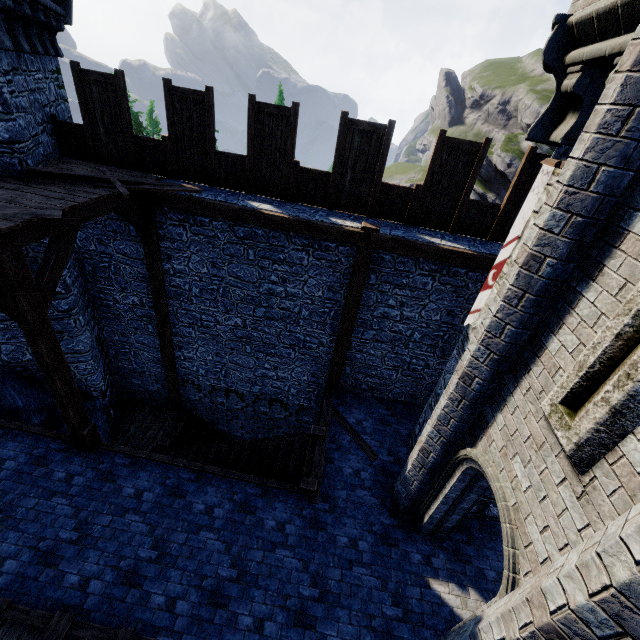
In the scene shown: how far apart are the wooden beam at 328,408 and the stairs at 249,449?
0.0 meters

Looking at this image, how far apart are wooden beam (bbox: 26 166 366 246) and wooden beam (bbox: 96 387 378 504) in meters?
4.6 m

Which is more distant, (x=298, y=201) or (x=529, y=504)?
(x=298, y=201)

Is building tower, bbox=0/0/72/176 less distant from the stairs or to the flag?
the stairs

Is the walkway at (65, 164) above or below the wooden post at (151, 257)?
above

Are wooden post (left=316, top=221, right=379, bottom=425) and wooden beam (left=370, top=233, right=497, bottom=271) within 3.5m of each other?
yes

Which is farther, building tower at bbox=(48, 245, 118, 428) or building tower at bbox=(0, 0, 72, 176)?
building tower at bbox=(48, 245, 118, 428)

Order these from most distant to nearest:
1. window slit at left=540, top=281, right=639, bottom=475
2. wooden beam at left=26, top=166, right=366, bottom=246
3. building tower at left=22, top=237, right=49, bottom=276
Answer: building tower at left=22, top=237, right=49, bottom=276 → wooden beam at left=26, top=166, right=366, bottom=246 → window slit at left=540, top=281, right=639, bottom=475
